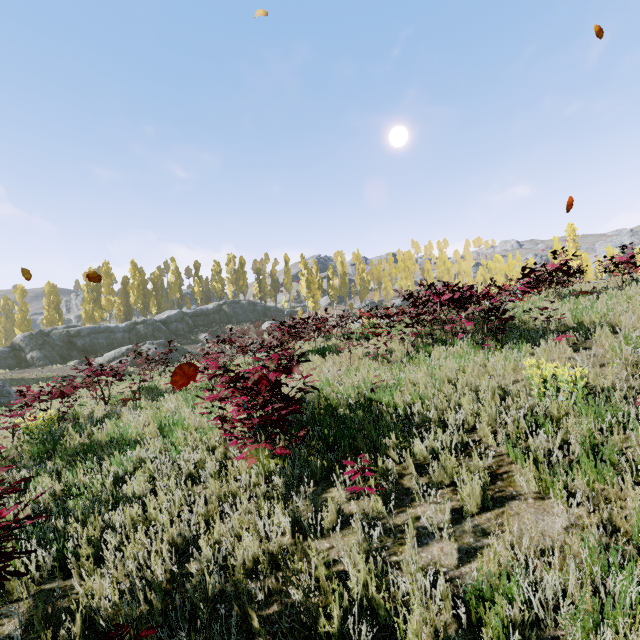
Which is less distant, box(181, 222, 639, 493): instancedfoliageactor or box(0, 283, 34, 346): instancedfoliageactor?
box(181, 222, 639, 493): instancedfoliageactor

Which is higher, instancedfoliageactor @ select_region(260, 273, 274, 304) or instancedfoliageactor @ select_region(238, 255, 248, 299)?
instancedfoliageactor @ select_region(238, 255, 248, 299)

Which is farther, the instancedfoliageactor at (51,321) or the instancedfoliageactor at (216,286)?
the instancedfoliageactor at (216,286)

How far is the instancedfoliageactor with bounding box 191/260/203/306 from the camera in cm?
5388

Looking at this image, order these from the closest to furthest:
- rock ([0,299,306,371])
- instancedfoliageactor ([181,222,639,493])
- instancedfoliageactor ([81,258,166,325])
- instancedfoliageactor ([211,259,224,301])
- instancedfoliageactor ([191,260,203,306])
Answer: instancedfoliageactor ([181,222,639,493]), rock ([0,299,306,371]), instancedfoliageactor ([81,258,166,325]), instancedfoliageactor ([191,260,203,306]), instancedfoliageactor ([211,259,224,301])

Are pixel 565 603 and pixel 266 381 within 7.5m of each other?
yes

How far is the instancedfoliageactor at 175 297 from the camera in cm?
4999
